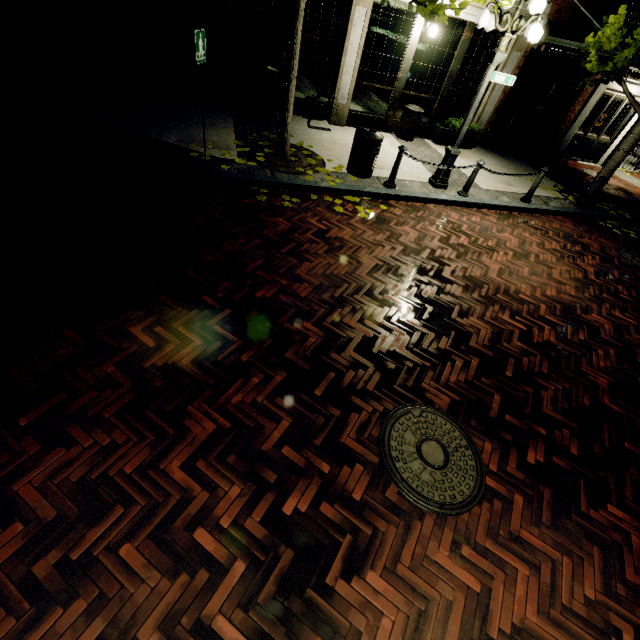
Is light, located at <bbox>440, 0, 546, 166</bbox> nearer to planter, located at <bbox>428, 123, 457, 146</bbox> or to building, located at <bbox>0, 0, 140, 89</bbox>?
building, located at <bbox>0, 0, 140, 89</bbox>

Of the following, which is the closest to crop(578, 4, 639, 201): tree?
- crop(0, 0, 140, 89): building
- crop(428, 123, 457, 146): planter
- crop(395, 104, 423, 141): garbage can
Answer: crop(0, 0, 140, 89): building

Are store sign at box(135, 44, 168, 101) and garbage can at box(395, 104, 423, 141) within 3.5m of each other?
no

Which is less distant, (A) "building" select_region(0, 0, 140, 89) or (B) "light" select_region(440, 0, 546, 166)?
(B) "light" select_region(440, 0, 546, 166)

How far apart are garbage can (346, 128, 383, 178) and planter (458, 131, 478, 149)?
4.6m

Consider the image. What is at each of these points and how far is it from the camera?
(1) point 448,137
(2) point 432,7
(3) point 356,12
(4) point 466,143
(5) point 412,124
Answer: (1) planter, 10.48m
(2) tree, 4.76m
(3) building, 8.10m
(4) planter, 10.77m
(5) garbage can, 9.79m

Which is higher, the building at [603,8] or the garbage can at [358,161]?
the building at [603,8]

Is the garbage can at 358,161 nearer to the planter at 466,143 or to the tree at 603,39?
the tree at 603,39
